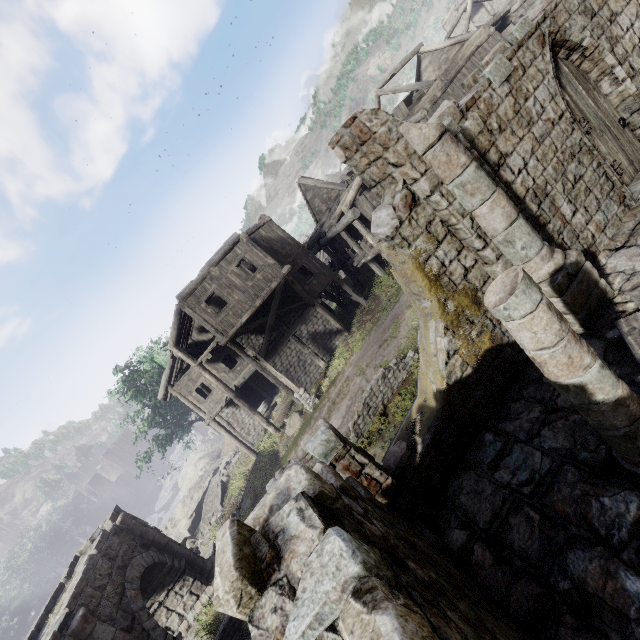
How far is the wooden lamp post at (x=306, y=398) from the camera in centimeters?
1608cm

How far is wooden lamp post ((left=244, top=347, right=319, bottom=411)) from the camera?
16.1 meters

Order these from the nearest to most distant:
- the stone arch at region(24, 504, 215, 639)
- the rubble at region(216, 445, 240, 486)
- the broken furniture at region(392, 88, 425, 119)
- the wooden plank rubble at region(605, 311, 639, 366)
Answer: the wooden plank rubble at region(605, 311, 639, 366)
the stone arch at region(24, 504, 215, 639)
the broken furniture at region(392, 88, 425, 119)
the rubble at region(216, 445, 240, 486)

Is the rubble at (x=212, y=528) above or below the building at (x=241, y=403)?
below

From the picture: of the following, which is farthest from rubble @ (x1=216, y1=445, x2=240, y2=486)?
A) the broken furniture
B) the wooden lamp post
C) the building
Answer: the broken furniture

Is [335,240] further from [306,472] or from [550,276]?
[306,472]

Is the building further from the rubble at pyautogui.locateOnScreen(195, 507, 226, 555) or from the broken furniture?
the rubble at pyautogui.locateOnScreen(195, 507, 226, 555)

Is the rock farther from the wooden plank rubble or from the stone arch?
the wooden plank rubble
